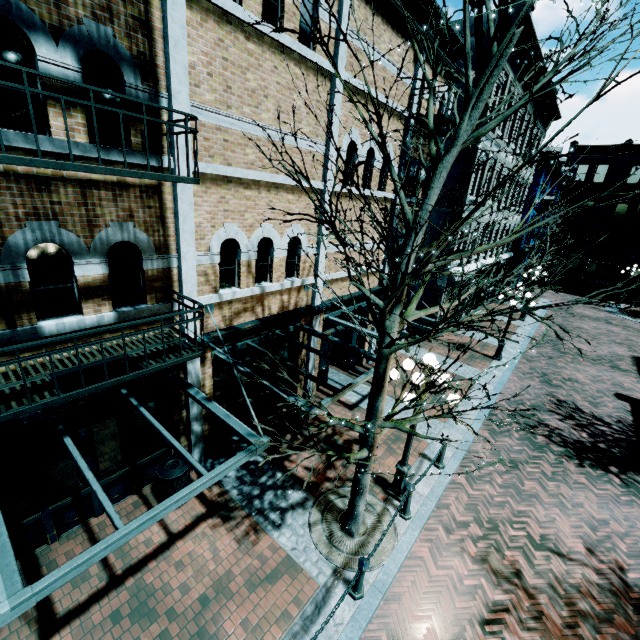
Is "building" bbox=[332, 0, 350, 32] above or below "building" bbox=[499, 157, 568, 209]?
above

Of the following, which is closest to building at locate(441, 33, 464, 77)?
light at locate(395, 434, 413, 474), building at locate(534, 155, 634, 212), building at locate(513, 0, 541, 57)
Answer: building at locate(513, 0, 541, 57)

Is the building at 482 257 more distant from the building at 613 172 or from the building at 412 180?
the building at 412 180

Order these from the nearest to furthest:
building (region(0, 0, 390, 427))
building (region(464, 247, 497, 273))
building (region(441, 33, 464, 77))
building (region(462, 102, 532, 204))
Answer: building (region(0, 0, 390, 427)), building (region(441, 33, 464, 77)), building (region(462, 102, 532, 204)), building (region(464, 247, 497, 273))

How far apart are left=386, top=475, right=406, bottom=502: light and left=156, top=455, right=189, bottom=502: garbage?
4.4 meters

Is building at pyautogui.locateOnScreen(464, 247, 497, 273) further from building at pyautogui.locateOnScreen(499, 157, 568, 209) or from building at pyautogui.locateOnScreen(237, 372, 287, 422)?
building at pyautogui.locateOnScreen(237, 372, 287, 422)

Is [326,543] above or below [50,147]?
below

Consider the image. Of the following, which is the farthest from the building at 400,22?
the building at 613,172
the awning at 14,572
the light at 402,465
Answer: the building at 613,172
